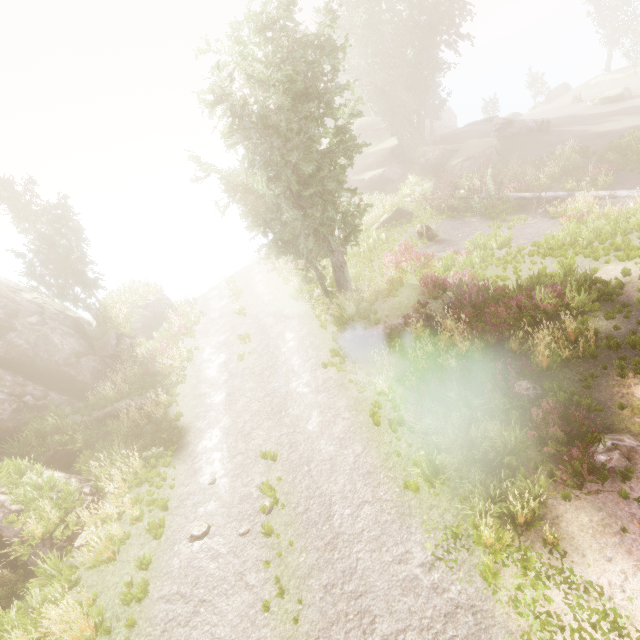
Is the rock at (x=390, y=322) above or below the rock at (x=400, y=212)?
below

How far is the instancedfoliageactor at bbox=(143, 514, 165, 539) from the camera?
9.1m

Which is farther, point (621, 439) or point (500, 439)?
point (500, 439)

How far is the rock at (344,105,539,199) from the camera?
30.70m

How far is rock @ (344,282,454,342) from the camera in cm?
1288

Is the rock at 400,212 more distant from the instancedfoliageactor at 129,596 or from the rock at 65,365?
the rock at 65,365

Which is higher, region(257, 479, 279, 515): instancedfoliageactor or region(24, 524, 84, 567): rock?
region(24, 524, 84, 567): rock

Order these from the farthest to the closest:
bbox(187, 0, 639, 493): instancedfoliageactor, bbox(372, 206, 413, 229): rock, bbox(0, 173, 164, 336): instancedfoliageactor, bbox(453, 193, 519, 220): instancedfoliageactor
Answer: bbox(372, 206, 413, 229): rock < bbox(453, 193, 519, 220): instancedfoliageactor < bbox(0, 173, 164, 336): instancedfoliageactor < bbox(187, 0, 639, 493): instancedfoliageactor
